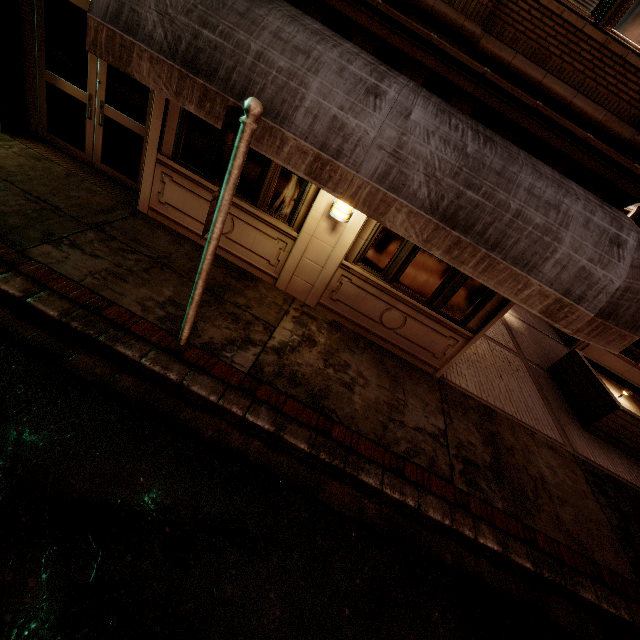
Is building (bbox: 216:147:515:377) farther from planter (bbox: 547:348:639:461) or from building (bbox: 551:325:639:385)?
building (bbox: 551:325:639:385)

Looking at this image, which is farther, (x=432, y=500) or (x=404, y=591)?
(x=432, y=500)

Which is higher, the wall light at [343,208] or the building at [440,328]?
the wall light at [343,208]

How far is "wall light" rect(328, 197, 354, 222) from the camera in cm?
538

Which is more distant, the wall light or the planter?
the planter

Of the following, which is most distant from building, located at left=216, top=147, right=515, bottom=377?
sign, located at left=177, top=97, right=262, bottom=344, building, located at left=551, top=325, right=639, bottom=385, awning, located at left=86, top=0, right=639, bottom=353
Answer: building, located at left=551, top=325, right=639, bottom=385

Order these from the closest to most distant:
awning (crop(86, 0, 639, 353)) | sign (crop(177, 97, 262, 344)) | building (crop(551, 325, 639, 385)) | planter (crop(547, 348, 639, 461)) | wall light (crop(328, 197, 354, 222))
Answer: sign (crop(177, 97, 262, 344)) < awning (crop(86, 0, 639, 353)) < wall light (crop(328, 197, 354, 222)) < planter (crop(547, 348, 639, 461)) < building (crop(551, 325, 639, 385))

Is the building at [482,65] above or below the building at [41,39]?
above
